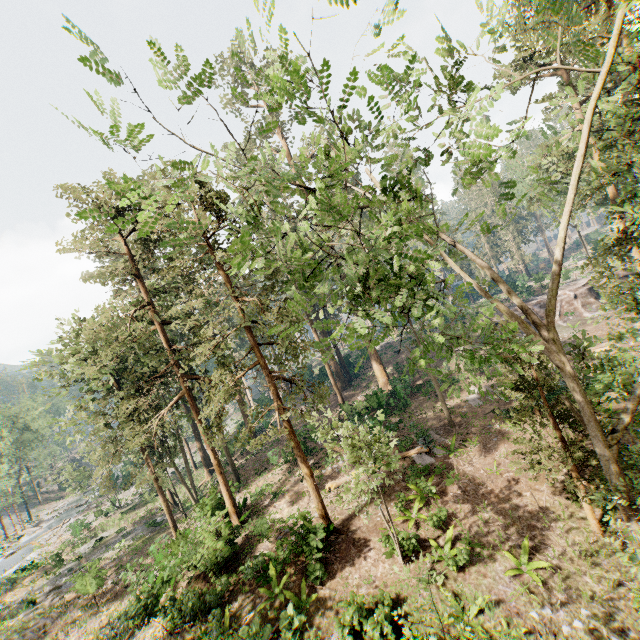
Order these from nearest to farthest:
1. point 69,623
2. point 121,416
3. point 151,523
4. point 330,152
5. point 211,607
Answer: point 330,152, point 211,607, point 69,623, point 121,416, point 151,523

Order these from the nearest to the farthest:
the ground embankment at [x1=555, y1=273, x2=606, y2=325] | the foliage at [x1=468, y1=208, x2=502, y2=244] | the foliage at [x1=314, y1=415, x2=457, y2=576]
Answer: the foliage at [x1=468, y1=208, x2=502, y2=244] → the foliage at [x1=314, y1=415, x2=457, y2=576] → the ground embankment at [x1=555, y1=273, x2=606, y2=325]

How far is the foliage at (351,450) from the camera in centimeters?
970cm

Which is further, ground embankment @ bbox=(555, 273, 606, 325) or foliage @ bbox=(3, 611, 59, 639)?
ground embankment @ bbox=(555, 273, 606, 325)

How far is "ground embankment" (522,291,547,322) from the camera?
38.5 meters

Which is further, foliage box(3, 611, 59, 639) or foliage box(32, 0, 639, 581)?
foliage box(3, 611, 59, 639)
